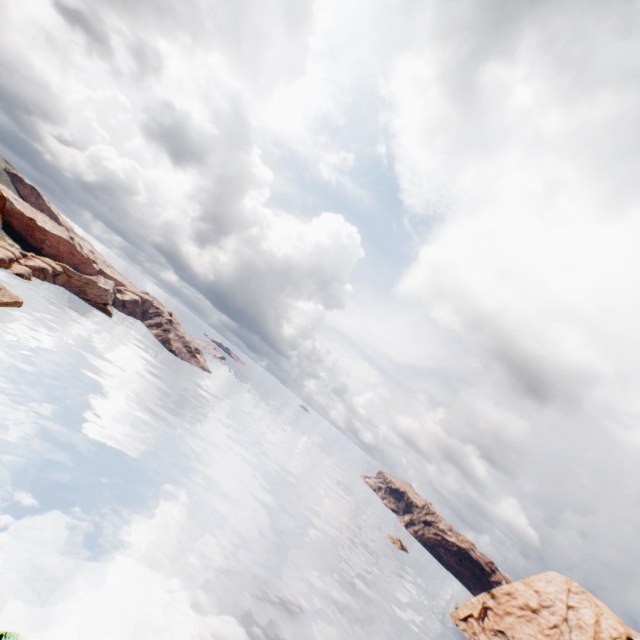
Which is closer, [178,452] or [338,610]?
[338,610]
